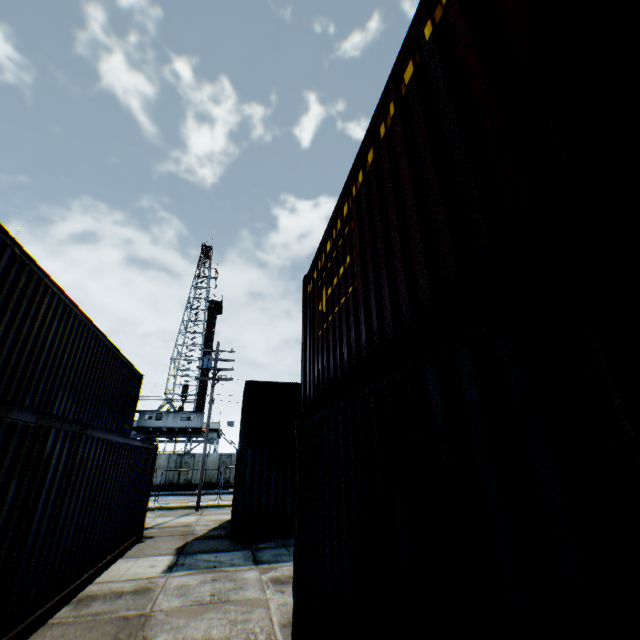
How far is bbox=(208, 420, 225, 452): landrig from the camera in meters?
38.6 m

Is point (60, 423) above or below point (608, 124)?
below

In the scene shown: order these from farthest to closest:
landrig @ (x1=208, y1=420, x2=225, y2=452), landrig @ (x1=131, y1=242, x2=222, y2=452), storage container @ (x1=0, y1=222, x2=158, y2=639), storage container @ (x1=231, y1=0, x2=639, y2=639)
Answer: landrig @ (x1=208, y1=420, x2=225, y2=452), landrig @ (x1=131, y1=242, x2=222, y2=452), storage container @ (x1=0, y1=222, x2=158, y2=639), storage container @ (x1=231, y1=0, x2=639, y2=639)

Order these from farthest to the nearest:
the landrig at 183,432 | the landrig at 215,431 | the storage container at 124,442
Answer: the landrig at 215,431
the landrig at 183,432
the storage container at 124,442

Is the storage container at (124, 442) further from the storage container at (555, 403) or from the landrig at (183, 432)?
the landrig at (183, 432)

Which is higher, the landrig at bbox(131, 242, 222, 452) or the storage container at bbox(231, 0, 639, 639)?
the landrig at bbox(131, 242, 222, 452)

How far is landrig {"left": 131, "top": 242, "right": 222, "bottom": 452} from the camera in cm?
3684

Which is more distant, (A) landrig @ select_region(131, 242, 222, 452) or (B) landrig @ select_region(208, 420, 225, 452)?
(B) landrig @ select_region(208, 420, 225, 452)
